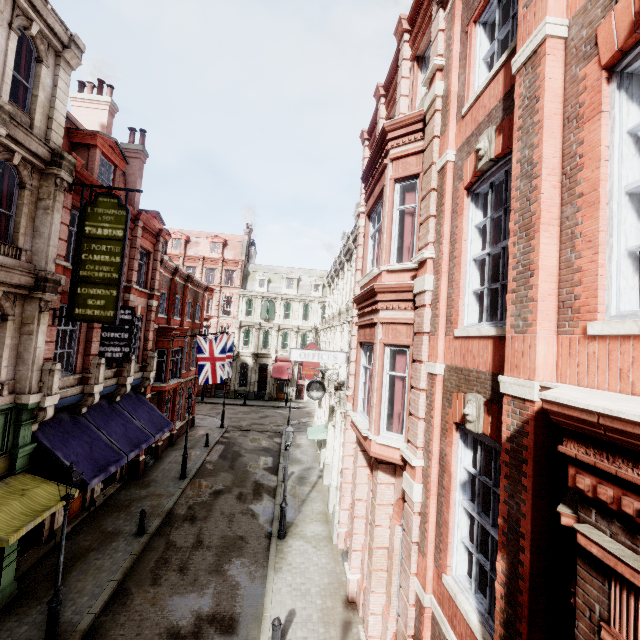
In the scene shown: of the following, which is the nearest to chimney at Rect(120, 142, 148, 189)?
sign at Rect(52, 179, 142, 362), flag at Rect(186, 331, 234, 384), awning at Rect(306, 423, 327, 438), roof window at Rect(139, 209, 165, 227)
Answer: roof window at Rect(139, 209, 165, 227)

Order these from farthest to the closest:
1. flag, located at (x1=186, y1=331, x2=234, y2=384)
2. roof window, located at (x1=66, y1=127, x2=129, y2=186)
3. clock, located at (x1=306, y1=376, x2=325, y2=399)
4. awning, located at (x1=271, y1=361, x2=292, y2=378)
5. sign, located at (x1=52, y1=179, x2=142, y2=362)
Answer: awning, located at (x1=271, y1=361, x2=292, y2=378) < flag, located at (x1=186, y1=331, x2=234, y2=384) < clock, located at (x1=306, y1=376, x2=325, y2=399) < roof window, located at (x1=66, y1=127, x2=129, y2=186) < sign, located at (x1=52, y1=179, x2=142, y2=362)

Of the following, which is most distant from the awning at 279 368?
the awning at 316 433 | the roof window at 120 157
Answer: the roof window at 120 157

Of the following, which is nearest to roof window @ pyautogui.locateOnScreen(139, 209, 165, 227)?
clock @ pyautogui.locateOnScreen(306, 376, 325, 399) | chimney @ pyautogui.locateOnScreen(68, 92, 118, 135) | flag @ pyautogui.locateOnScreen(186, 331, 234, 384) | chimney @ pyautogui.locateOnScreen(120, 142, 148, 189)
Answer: chimney @ pyautogui.locateOnScreen(120, 142, 148, 189)

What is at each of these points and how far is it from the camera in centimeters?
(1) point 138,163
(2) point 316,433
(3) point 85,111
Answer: (1) chimney, 1830cm
(2) awning, 1972cm
(3) chimney, 1822cm

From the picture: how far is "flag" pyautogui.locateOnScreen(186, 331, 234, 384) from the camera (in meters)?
20.11

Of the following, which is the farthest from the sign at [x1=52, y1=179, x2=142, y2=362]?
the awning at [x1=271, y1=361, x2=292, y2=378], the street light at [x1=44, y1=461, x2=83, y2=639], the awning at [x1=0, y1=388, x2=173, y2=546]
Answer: the awning at [x1=271, y1=361, x2=292, y2=378]

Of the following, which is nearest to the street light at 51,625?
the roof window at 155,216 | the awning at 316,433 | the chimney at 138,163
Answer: the awning at 316,433
